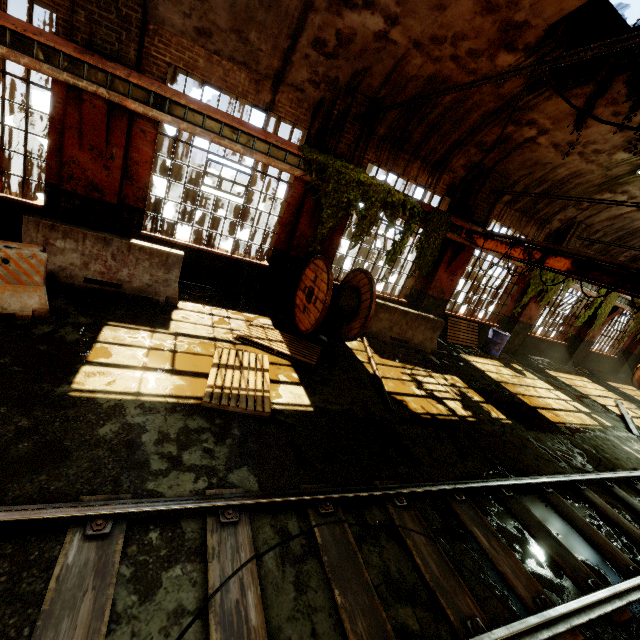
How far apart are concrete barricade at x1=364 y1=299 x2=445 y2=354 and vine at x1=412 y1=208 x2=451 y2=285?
0.93m

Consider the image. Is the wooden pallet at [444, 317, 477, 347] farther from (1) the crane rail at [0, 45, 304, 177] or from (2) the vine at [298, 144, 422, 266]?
(1) the crane rail at [0, 45, 304, 177]

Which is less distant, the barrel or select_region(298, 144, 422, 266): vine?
select_region(298, 144, 422, 266): vine

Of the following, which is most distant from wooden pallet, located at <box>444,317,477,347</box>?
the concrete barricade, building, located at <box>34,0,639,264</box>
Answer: the concrete barricade

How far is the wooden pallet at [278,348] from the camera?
6.34m

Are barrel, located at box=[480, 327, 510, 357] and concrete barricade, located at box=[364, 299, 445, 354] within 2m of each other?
no

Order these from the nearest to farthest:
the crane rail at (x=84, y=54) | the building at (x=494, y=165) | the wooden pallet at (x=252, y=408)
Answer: the wooden pallet at (x=252, y=408), the crane rail at (x=84, y=54), the building at (x=494, y=165)

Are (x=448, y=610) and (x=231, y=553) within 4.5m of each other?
yes
